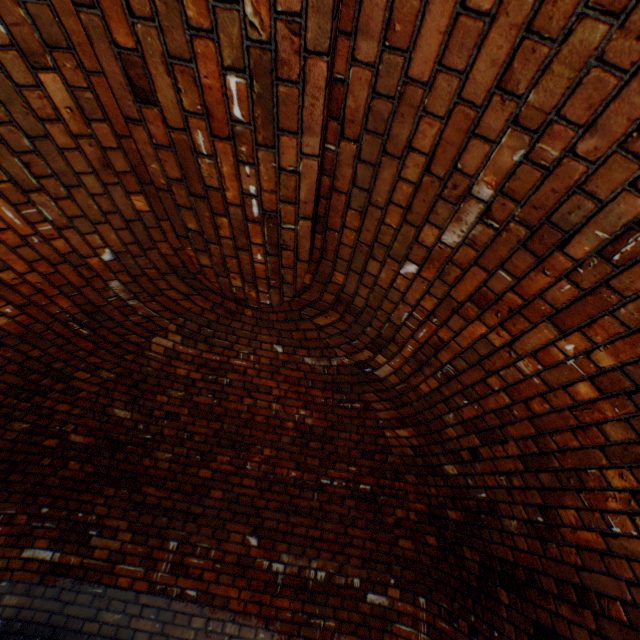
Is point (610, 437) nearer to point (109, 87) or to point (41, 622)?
point (109, 87)
